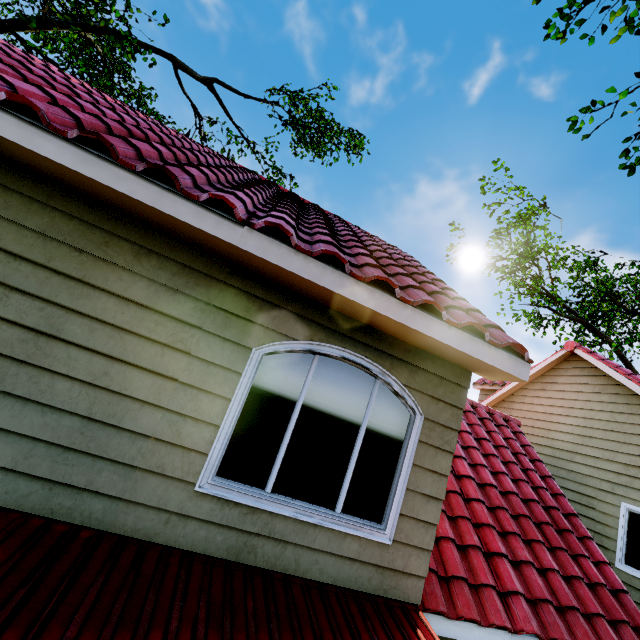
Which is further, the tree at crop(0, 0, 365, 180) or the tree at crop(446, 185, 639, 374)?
the tree at crop(446, 185, 639, 374)

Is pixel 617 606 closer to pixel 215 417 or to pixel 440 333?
pixel 440 333

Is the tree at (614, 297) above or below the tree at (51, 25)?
above

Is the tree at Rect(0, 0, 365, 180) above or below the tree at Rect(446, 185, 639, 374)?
below

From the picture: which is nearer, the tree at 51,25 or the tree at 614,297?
the tree at 51,25
